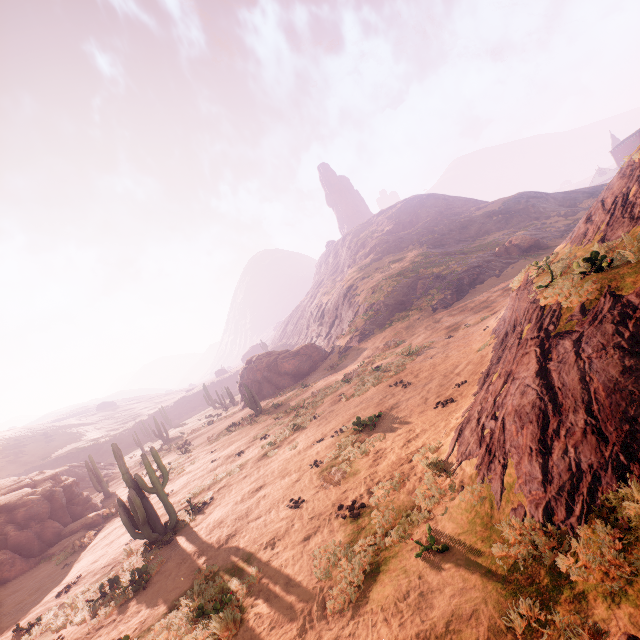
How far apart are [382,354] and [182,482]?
16.5m

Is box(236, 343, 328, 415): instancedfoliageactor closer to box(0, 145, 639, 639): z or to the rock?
the rock

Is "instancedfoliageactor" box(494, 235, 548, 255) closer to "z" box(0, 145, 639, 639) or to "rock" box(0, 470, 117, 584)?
"z" box(0, 145, 639, 639)

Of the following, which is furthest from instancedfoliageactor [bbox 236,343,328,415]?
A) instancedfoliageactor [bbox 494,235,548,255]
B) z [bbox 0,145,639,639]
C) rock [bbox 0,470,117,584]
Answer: instancedfoliageactor [bbox 494,235,548,255]

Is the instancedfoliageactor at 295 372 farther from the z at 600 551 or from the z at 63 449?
the z at 63 449

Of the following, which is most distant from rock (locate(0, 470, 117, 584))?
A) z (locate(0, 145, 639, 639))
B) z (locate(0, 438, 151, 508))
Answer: z (locate(0, 438, 151, 508))

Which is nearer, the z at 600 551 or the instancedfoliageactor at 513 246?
the z at 600 551

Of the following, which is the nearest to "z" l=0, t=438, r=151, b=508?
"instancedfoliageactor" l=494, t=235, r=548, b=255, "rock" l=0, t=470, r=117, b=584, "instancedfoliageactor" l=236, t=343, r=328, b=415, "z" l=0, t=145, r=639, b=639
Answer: "z" l=0, t=145, r=639, b=639
